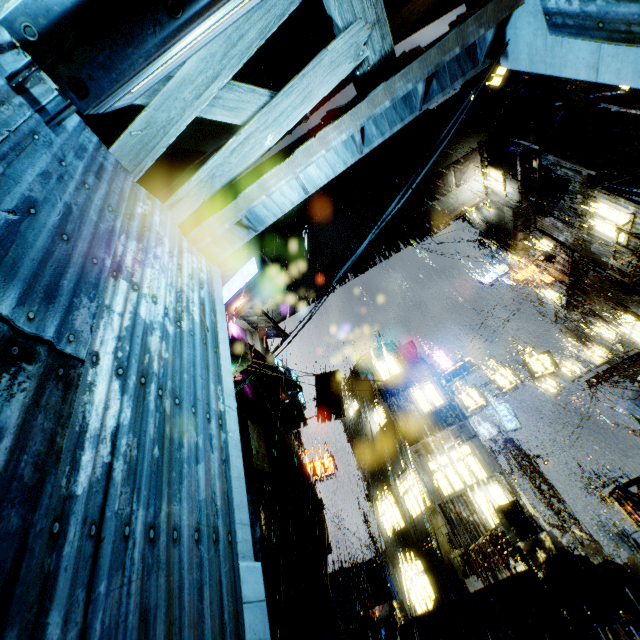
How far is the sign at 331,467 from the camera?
26.58m

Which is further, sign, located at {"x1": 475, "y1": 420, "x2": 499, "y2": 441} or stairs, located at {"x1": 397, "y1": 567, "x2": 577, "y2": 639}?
sign, located at {"x1": 475, "y1": 420, "x2": 499, "y2": 441}

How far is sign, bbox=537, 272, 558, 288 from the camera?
22.7m

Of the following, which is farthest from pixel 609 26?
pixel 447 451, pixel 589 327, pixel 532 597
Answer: pixel 589 327

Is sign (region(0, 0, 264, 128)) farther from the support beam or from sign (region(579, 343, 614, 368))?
sign (region(579, 343, 614, 368))

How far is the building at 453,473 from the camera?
15.3 meters

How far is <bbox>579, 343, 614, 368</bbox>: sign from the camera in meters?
24.1

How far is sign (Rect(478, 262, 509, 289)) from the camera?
31.25m
